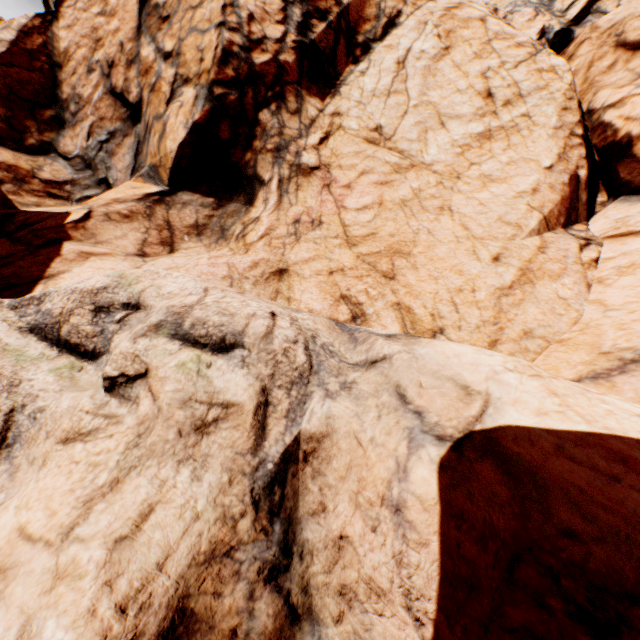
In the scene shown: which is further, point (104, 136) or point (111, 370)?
point (104, 136)
